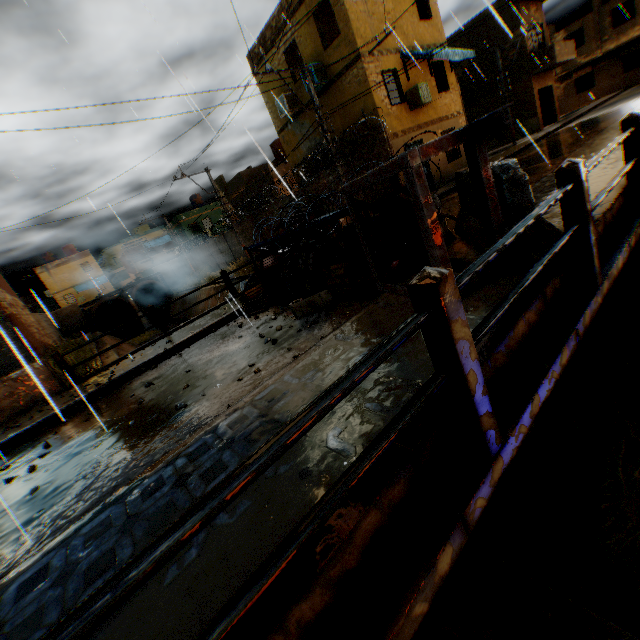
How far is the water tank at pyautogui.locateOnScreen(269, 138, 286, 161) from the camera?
28.0m

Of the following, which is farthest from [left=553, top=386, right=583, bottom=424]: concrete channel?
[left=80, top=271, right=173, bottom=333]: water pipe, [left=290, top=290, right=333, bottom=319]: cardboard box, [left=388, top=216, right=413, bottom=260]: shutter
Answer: [left=388, top=216, right=413, bottom=260]: shutter

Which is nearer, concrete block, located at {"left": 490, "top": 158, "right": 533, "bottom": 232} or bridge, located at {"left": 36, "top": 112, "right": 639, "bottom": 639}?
bridge, located at {"left": 36, "top": 112, "right": 639, "bottom": 639}

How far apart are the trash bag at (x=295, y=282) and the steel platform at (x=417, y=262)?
2.9m

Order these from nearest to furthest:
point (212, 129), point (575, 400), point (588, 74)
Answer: point (212, 129) → point (575, 400) → point (588, 74)

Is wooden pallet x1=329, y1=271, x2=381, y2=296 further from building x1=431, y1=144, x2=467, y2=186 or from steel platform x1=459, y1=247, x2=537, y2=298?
building x1=431, y1=144, x2=467, y2=186

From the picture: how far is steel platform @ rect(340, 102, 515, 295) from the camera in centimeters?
304cm

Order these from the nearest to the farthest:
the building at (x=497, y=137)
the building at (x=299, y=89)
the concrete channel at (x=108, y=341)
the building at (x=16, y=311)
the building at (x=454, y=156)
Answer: the building at (x=16, y=311), the building at (x=299, y=89), the building at (x=454, y=156), the concrete channel at (x=108, y=341), the building at (x=497, y=137)
